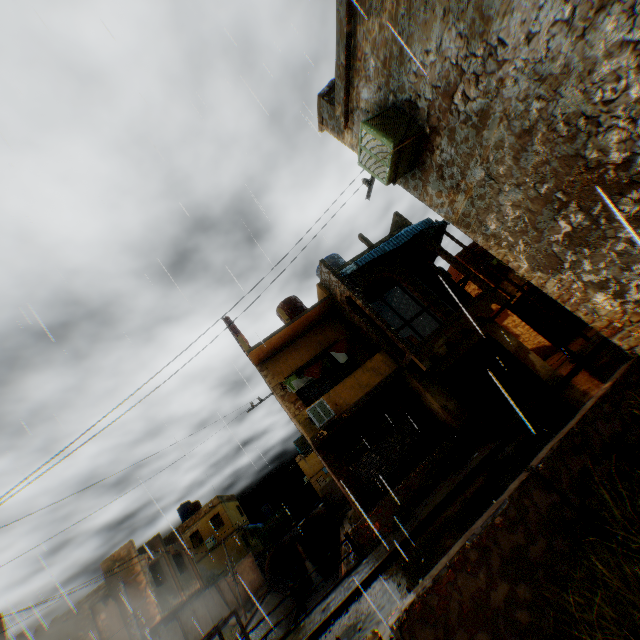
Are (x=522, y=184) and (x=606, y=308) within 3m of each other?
yes

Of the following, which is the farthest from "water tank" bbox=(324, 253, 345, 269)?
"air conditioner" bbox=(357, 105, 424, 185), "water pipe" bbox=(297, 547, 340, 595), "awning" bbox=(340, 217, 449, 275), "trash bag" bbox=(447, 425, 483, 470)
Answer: "water pipe" bbox=(297, 547, 340, 595)

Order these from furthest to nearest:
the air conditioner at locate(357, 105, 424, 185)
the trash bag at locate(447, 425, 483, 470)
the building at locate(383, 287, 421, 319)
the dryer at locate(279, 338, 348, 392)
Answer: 1. the building at locate(383, 287, 421, 319)
2. the dryer at locate(279, 338, 348, 392)
3. the trash bag at locate(447, 425, 483, 470)
4. the air conditioner at locate(357, 105, 424, 185)

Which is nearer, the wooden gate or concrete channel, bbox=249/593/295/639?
the wooden gate

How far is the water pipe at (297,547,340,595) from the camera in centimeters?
2905cm

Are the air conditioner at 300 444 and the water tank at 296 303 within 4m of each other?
no

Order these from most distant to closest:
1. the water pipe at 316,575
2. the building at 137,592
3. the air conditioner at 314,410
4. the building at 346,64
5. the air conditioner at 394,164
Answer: the water pipe at 316,575 < the building at 137,592 < the air conditioner at 314,410 < the air conditioner at 394,164 < the building at 346,64

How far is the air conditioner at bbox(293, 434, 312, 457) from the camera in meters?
18.2
